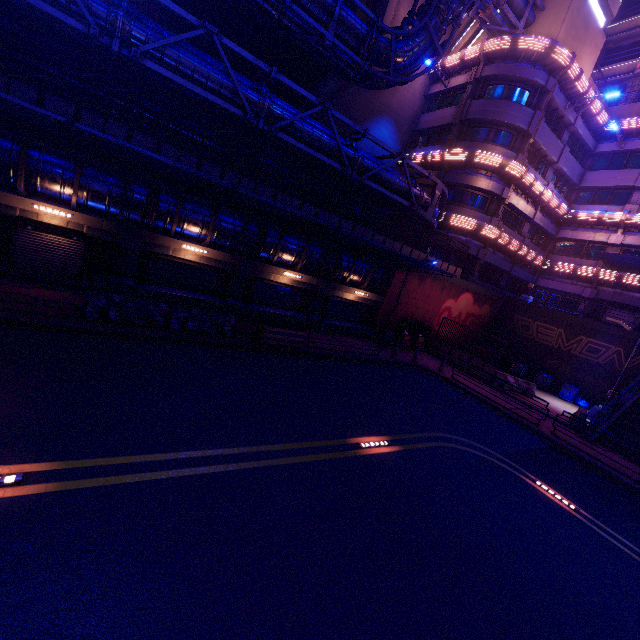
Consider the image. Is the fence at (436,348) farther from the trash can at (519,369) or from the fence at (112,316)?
the fence at (112,316)

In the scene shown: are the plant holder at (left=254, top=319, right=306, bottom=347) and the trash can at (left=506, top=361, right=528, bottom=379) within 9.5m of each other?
no

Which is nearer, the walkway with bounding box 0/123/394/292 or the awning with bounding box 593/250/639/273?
the walkway with bounding box 0/123/394/292

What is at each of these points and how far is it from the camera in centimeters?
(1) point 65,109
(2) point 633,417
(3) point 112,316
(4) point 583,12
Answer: (1) fence, 1102cm
(2) stair, 1619cm
(3) fence, 1104cm
(4) building, 2327cm

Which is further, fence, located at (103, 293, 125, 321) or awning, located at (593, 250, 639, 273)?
awning, located at (593, 250, 639, 273)

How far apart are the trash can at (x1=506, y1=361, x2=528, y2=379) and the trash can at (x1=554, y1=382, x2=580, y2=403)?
2.40m

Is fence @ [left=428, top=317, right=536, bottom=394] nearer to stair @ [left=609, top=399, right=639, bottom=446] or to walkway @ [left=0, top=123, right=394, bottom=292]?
stair @ [left=609, top=399, right=639, bottom=446]

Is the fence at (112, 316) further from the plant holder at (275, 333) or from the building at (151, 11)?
the building at (151, 11)
